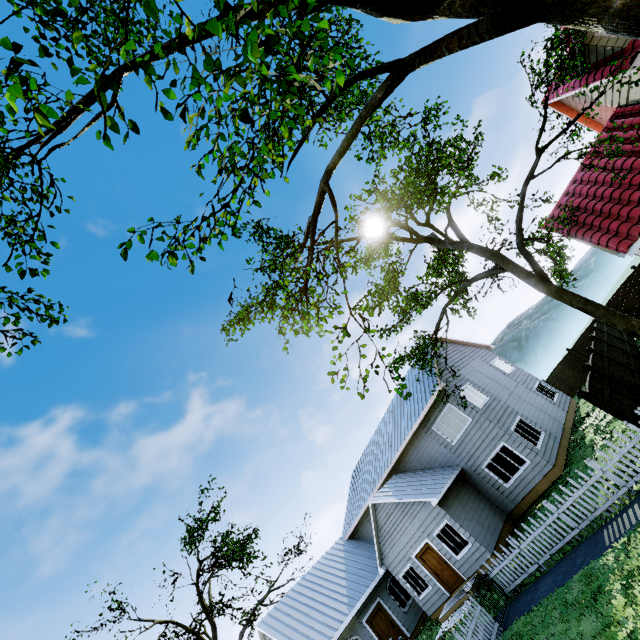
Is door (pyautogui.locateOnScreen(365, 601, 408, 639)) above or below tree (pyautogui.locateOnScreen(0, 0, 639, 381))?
below

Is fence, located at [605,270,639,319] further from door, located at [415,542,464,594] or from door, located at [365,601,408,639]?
door, located at [365,601,408,639]

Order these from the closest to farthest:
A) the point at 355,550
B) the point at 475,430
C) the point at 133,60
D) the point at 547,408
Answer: the point at 133,60 < the point at 475,430 < the point at 547,408 < the point at 355,550

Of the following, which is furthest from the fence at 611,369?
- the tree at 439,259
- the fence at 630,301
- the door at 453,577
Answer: the door at 453,577

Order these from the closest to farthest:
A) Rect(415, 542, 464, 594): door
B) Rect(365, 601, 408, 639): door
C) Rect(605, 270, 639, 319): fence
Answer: Rect(415, 542, 464, 594): door < Rect(365, 601, 408, 639): door < Rect(605, 270, 639, 319): fence

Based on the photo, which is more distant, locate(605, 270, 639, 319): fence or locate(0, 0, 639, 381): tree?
locate(605, 270, 639, 319): fence

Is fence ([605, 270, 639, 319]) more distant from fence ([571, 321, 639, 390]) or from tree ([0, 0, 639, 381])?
tree ([0, 0, 639, 381])

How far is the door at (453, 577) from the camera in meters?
15.5 m
